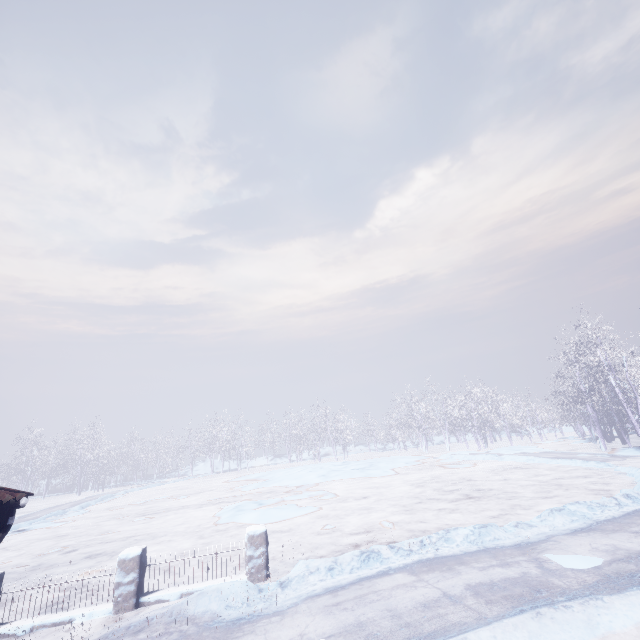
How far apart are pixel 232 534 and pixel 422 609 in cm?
852

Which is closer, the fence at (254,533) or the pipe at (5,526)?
the pipe at (5,526)

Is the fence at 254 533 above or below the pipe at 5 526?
below

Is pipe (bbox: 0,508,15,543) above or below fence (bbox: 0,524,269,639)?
above

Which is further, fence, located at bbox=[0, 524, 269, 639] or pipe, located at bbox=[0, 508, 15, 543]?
fence, located at bbox=[0, 524, 269, 639]
